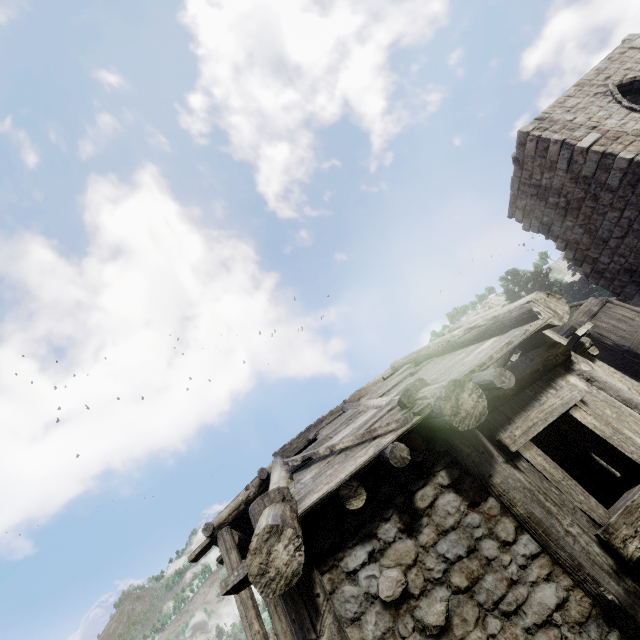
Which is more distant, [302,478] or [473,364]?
[302,478]
